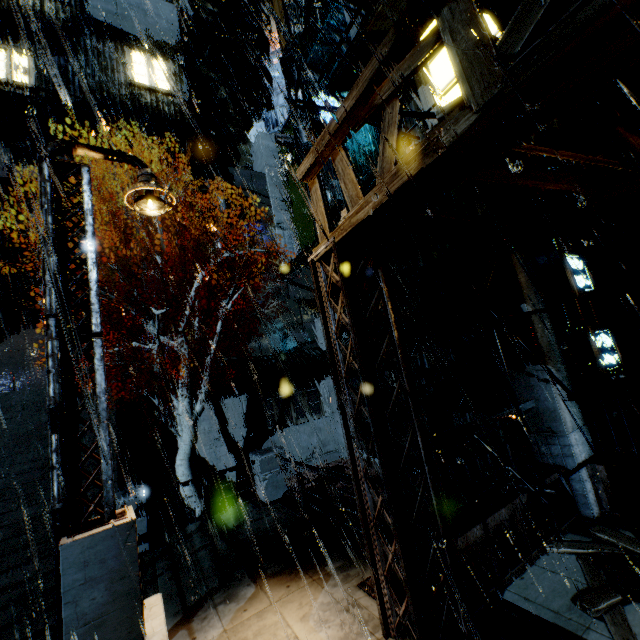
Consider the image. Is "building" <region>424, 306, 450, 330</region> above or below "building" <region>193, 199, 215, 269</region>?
below

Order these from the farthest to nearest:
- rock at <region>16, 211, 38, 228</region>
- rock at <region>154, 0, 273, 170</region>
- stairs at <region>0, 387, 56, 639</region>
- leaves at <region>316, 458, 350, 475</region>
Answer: rock at <region>154, 0, 273, 170</region>
rock at <region>16, 211, 38, 228</region>
leaves at <region>316, 458, 350, 475</region>
stairs at <region>0, 387, 56, 639</region>

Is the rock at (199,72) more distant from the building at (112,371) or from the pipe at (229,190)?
the pipe at (229,190)

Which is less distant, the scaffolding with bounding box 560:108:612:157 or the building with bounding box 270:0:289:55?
the scaffolding with bounding box 560:108:612:157

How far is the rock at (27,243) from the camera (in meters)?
32.19

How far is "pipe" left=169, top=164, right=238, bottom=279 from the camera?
23.3m

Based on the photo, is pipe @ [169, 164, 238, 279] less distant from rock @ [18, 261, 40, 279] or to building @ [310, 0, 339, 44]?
building @ [310, 0, 339, 44]

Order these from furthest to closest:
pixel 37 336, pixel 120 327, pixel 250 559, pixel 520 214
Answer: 1. pixel 120 327
2. pixel 37 336
3. pixel 520 214
4. pixel 250 559
